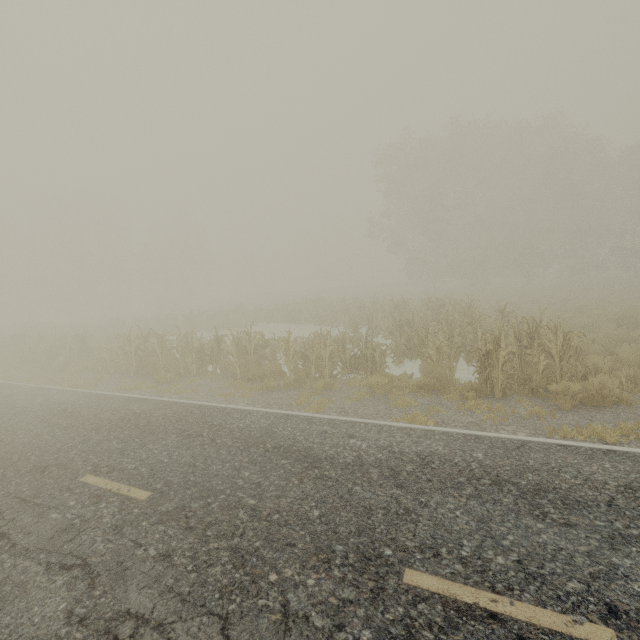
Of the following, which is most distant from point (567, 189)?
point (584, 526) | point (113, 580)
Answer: point (113, 580)
